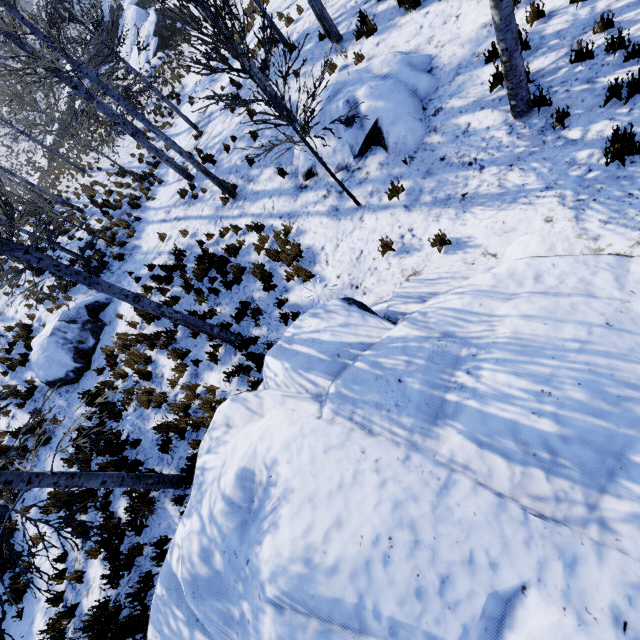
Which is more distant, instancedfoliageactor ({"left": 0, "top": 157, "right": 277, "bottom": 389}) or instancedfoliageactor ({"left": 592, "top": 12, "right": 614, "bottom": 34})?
instancedfoliageactor ({"left": 0, "top": 157, "right": 277, "bottom": 389})

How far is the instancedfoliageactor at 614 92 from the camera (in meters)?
4.40

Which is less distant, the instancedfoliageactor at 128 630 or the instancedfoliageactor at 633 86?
the instancedfoliageactor at 633 86

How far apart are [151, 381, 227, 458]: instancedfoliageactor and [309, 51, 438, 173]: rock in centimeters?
636cm

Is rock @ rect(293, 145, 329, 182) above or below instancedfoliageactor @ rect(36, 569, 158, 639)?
below

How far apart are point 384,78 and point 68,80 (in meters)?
7.18

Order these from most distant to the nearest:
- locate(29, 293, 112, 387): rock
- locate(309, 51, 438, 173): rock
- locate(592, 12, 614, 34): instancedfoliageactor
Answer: locate(29, 293, 112, 387): rock
locate(309, 51, 438, 173): rock
locate(592, 12, 614, 34): instancedfoliageactor

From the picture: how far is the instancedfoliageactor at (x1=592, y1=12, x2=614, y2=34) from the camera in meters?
4.7
